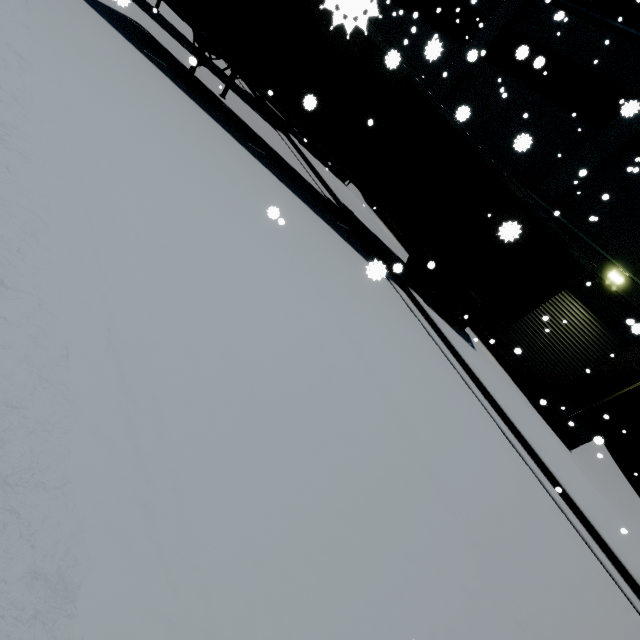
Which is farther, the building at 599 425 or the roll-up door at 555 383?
the roll-up door at 555 383

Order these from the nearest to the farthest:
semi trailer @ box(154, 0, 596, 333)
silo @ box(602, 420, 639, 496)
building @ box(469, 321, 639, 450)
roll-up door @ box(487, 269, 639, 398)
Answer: semi trailer @ box(154, 0, 596, 333), building @ box(469, 321, 639, 450), roll-up door @ box(487, 269, 639, 398), silo @ box(602, 420, 639, 496)

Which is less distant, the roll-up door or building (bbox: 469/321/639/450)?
building (bbox: 469/321/639/450)

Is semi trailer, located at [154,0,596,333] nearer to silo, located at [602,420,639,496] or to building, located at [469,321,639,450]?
silo, located at [602,420,639,496]

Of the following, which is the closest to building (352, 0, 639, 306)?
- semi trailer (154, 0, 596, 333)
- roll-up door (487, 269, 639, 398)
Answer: roll-up door (487, 269, 639, 398)

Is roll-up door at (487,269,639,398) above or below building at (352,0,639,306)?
below

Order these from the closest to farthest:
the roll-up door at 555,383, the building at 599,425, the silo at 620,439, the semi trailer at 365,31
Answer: the semi trailer at 365,31
the building at 599,425
the roll-up door at 555,383
the silo at 620,439

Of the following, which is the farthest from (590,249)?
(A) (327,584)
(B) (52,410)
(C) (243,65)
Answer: (B) (52,410)
